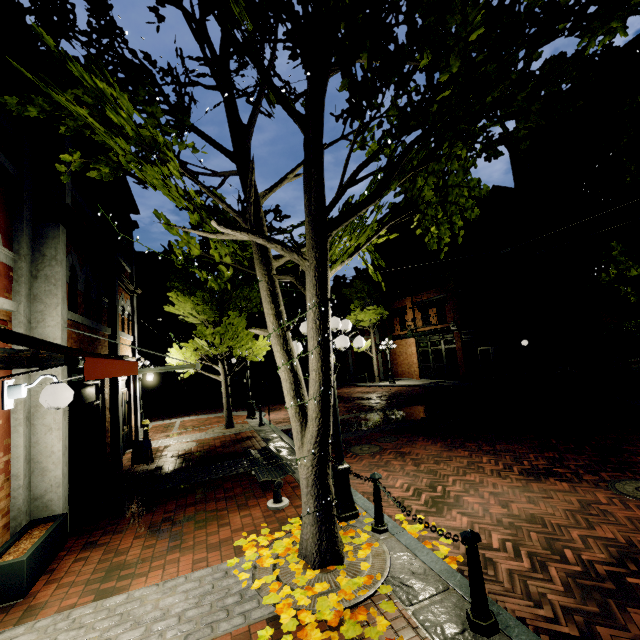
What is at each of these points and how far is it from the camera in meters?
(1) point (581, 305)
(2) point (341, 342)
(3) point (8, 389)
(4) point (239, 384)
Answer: (1) awning, 12.1
(2) light, 5.2
(3) light, 3.6
(4) building, 34.2

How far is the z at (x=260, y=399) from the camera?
18.83m

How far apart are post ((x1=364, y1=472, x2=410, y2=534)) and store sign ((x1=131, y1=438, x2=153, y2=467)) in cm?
709

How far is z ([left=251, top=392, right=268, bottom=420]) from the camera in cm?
1883

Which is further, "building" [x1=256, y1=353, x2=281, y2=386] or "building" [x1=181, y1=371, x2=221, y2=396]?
"building" [x1=256, y1=353, x2=281, y2=386]

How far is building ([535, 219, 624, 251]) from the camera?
14.7m

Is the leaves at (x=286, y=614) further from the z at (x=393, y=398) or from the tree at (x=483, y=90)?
the z at (x=393, y=398)
